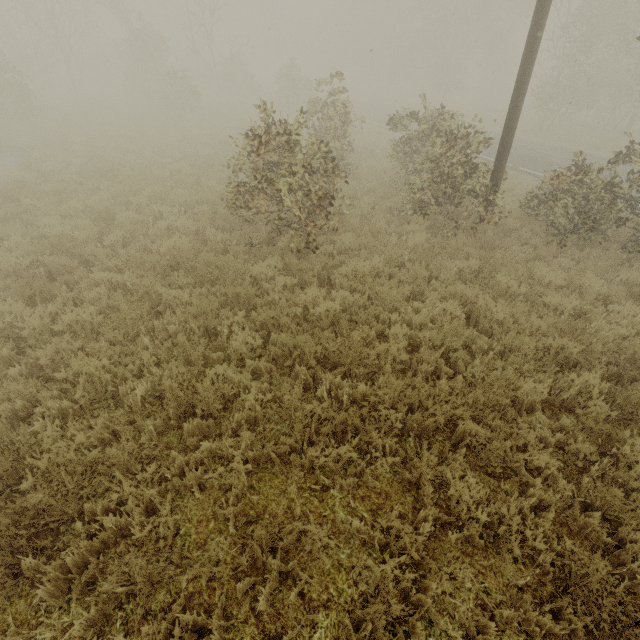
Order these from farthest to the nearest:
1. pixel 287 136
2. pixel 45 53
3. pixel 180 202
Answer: pixel 45 53 < pixel 180 202 < pixel 287 136
